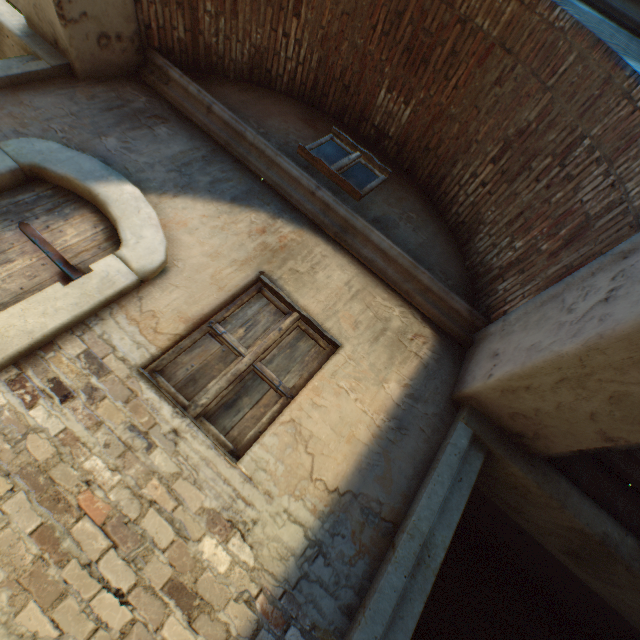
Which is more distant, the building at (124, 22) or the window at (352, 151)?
the window at (352, 151)

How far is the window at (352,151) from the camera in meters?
3.9 m

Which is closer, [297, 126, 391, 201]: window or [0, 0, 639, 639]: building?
[0, 0, 639, 639]: building

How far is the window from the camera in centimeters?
389cm

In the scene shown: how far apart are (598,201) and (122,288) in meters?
3.8 m
